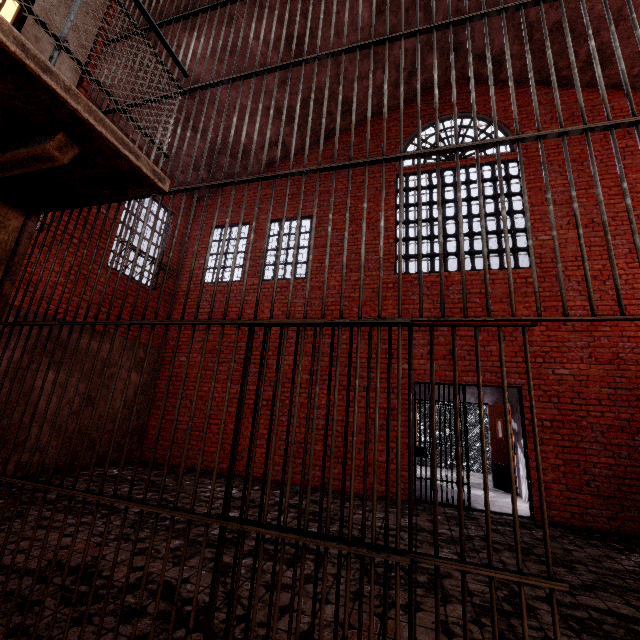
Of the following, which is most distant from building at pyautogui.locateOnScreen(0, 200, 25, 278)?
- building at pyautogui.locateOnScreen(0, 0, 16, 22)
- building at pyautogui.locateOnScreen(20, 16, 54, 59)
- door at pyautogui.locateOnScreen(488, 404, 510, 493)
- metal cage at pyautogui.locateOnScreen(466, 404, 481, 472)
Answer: door at pyautogui.locateOnScreen(488, 404, 510, 493)

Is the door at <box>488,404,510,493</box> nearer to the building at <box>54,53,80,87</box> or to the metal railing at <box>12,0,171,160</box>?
the metal railing at <box>12,0,171,160</box>

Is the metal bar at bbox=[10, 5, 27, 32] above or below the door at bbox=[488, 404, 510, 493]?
above

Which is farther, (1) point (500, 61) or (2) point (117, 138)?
(1) point (500, 61)

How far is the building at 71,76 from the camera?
2.85m

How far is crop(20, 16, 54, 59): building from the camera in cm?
261

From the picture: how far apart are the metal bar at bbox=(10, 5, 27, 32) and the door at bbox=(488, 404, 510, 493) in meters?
10.3 m

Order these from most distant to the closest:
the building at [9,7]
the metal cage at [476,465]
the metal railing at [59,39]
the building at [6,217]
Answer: the metal cage at [476,465] → the building at [9,7] → the building at [6,217] → the metal railing at [59,39]
